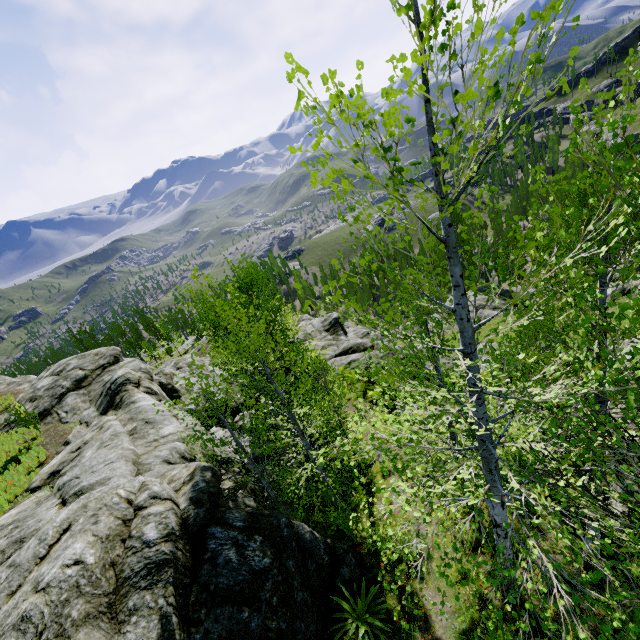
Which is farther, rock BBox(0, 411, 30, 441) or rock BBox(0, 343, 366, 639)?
rock BBox(0, 411, 30, 441)

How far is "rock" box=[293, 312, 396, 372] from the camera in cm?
2467

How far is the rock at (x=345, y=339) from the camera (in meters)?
24.67

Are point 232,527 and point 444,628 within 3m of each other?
no

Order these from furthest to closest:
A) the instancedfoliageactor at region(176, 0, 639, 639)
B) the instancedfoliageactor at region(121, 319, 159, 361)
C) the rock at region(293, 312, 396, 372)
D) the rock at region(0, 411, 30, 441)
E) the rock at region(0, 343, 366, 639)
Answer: the instancedfoliageactor at region(121, 319, 159, 361), the rock at region(293, 312, 396, 372), the rock at region(0, 411, 30, 441), the rock at region(0, 343, 366, 639), the instancedfoliageactor at region(176, 0, 639, 639)

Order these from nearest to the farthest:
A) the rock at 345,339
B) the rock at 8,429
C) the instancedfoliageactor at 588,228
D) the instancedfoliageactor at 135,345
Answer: the instancedfoliageactor at 588,228 → the rock at 8,429 → the rock at 345,339 → the instancedfoliageactor at 135,345

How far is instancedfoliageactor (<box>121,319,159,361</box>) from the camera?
43.3m

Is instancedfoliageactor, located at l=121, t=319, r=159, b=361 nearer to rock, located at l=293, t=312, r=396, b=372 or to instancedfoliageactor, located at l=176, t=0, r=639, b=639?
rock, located at l=293, t=312, r=396, b=372
